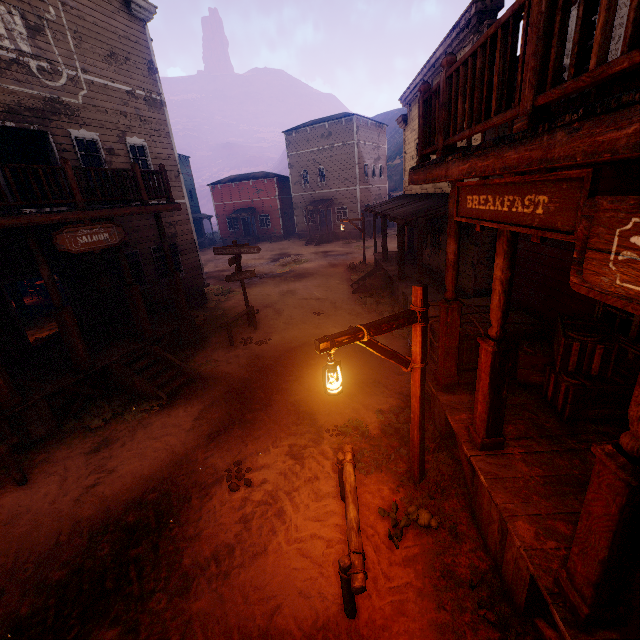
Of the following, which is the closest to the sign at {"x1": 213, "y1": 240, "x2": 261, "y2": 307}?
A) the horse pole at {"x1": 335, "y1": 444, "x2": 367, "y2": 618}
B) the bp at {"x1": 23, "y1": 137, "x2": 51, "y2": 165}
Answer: the bp at {"x1": 23, "y1": 137, "x2": 51, "y2": 165}

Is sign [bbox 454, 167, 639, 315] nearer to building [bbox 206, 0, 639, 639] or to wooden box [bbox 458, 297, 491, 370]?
building [bbox 206, 0, 639, 639]

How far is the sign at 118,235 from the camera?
7.2m

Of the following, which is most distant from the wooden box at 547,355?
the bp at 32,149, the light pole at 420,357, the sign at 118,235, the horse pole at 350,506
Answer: the bp at 32,149

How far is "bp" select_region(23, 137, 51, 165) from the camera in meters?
10.1

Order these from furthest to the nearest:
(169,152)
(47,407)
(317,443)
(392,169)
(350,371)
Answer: (392,169)
(169,152)
(350,371)
(47,407)
(317,443)

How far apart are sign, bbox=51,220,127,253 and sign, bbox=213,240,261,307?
3.3 meters

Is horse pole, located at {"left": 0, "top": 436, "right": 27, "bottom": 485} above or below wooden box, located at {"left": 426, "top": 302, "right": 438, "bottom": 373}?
below
